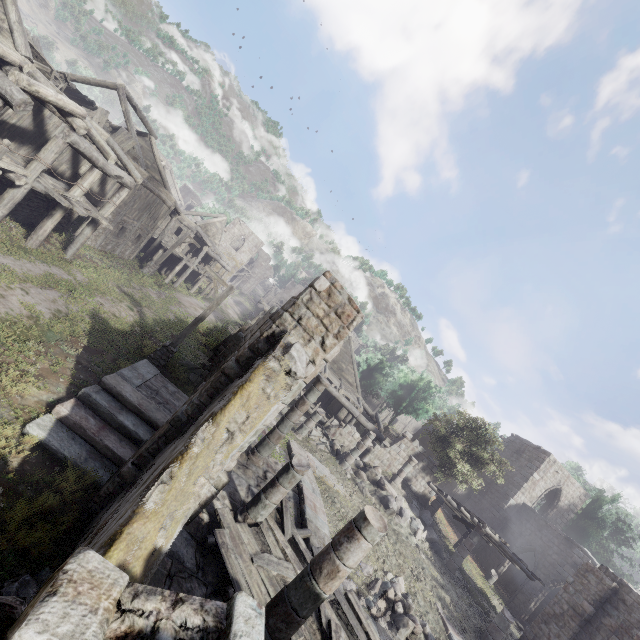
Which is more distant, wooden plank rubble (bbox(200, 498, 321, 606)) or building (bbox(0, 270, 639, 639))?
wooden plank rubble (bbox(200, 498, 321, 606))

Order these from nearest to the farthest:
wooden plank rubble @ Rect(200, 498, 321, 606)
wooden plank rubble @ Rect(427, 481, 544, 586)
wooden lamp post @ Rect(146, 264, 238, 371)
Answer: wooden plank rubble @ Rect(200, 498, 321, 606), wooden lamp post @ Rect(146, 264, 238, 371), wooden plank rubble @ Rect(427, 481, 544, 586)

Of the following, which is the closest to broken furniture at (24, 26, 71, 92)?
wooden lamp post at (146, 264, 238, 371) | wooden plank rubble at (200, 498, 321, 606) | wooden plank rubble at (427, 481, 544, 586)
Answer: wooden lamp post at (146, 264, 238, 371)

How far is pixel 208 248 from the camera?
32.4 meters

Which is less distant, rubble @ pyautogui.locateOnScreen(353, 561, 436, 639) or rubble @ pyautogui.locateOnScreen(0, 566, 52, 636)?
rubble @ pyautogui.locateOnScreen(0, 566, 52, 636)

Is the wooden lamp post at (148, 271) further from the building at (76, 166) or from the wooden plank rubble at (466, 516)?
the wooden plank rubble at (466, 516)

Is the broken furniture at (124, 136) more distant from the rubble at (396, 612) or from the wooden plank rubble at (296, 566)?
the rubble at (396, 612)

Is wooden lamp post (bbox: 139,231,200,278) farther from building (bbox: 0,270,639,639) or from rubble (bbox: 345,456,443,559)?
rubble (bbox: 345,456,443,559)
